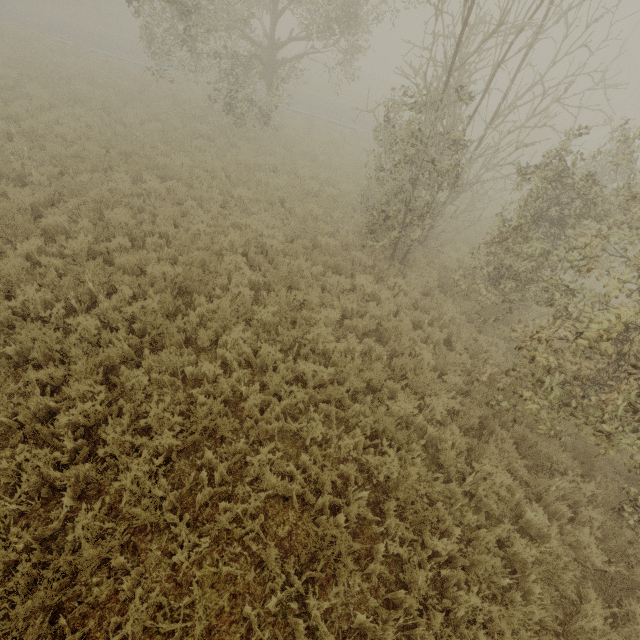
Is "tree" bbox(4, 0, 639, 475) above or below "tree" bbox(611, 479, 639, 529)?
above

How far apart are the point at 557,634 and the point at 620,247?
5.7 meters

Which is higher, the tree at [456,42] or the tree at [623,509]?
the tree at [456,42]
